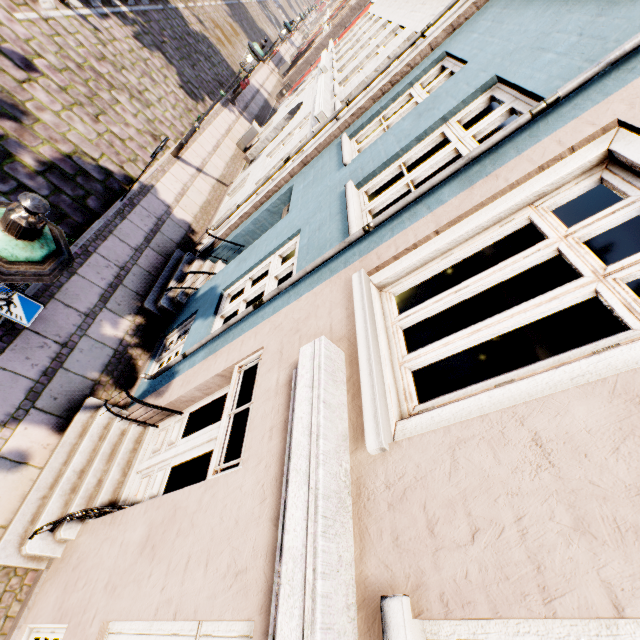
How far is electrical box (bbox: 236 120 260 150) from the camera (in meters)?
12.66

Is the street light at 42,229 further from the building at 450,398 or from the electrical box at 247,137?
the electrical box at 247,137

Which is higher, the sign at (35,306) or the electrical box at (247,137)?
the sign at (35,306)

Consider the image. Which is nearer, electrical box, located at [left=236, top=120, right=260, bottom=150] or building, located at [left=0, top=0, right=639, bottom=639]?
building, located at [left=0, top=0, right=639, bottom=639]

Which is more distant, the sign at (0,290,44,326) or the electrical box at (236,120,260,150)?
the electrical box at (236,120,260,150)

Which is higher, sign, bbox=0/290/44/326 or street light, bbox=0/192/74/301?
street light, bbox=0/192/74/301

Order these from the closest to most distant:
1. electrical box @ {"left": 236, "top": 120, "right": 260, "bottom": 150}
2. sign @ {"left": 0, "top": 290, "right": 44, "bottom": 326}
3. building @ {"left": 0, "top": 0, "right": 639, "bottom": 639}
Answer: building @ {"left": 0, "top": 0, "right": 639, "bottom": 639} → sign @ {"left": 0, "top": 290, "right": 44, "bottom": 326} → electrical box @ {"left": 236, "top": 120, "right": 260, "bottom": 150}

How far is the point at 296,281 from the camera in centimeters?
343cm
